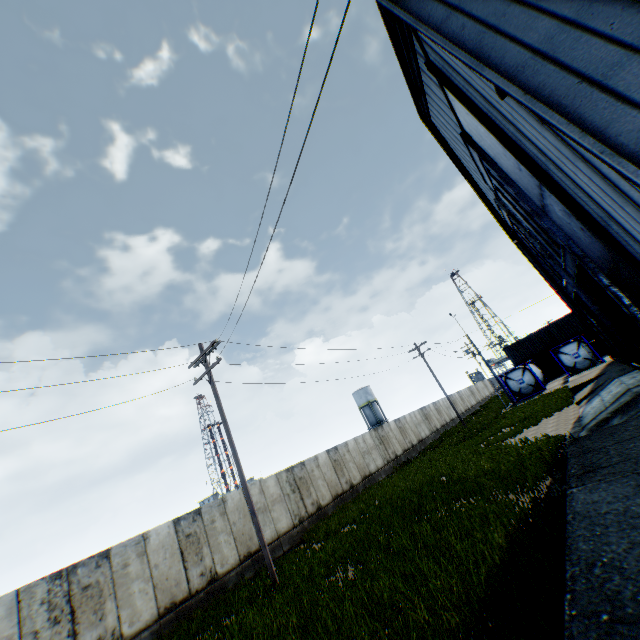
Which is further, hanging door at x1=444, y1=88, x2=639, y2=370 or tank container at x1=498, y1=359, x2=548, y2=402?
tank container at x1=498, y1=359, x2=548, y2=402

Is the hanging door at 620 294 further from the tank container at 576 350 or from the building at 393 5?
the tank container at 576 350

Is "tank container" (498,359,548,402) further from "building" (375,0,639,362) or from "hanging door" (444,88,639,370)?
A: "hanging door" (444,88,639,370)

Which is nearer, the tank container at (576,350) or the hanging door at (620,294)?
the hanging door at (620,294)

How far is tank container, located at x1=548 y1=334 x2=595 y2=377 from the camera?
29.0m

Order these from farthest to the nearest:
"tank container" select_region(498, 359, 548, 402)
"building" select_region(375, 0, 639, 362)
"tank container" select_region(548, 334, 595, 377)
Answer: "tank container" select_region(498, 359, 548, 402)
"tank container" select_region(548, 334, 595, 377)
"building" select_region(375, 0, 639, 362)

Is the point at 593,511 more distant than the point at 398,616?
No
